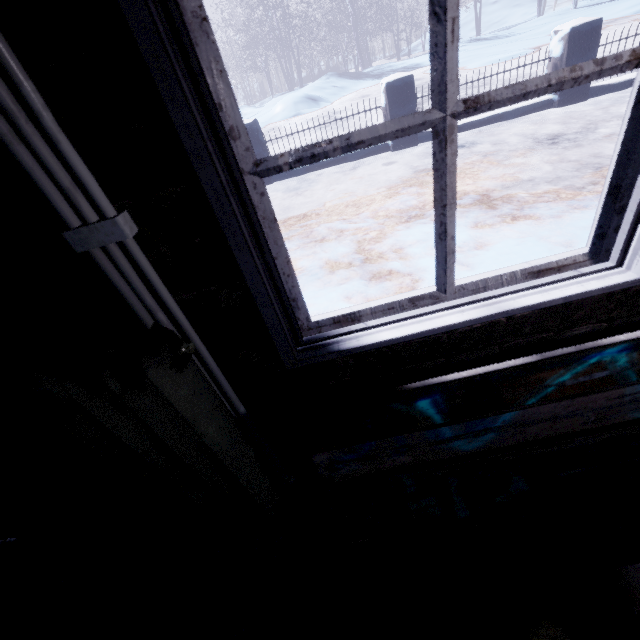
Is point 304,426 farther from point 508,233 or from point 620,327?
point 508,233

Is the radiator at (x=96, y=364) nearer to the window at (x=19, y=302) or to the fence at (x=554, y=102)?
the window at (x=19, y=302)

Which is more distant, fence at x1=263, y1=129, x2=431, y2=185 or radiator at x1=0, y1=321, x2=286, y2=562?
fence at x1=263, y1=129, x2=431, y2=185

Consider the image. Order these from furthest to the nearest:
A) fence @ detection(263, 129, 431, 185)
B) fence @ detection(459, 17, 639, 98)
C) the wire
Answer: fence @ detection(263, 129, 431, 185) < fence @ detection(459, 17, 639, 98) < the wire

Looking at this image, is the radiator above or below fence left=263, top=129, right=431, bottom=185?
above

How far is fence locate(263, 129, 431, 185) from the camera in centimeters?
496cm

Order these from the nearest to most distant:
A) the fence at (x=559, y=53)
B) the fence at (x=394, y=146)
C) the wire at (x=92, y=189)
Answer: the wire at (x=92, y=189)
the fence at (x=559, y=53)
the fence at (x=394, y=146)
